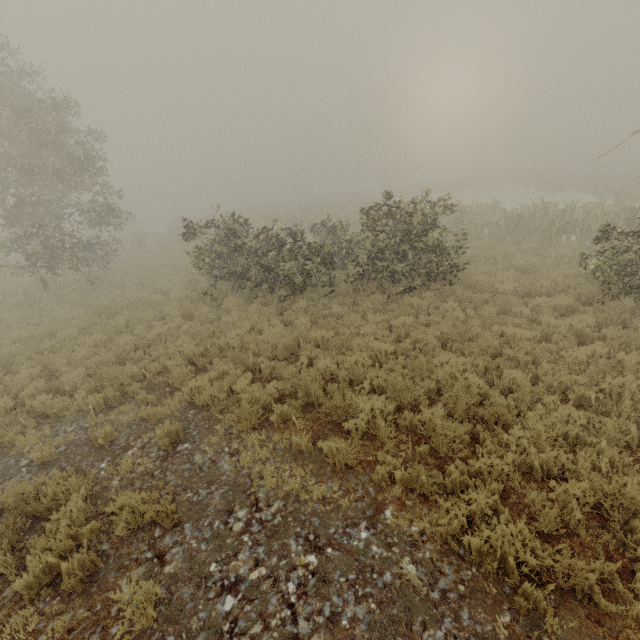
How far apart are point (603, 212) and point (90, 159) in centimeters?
2458cm
